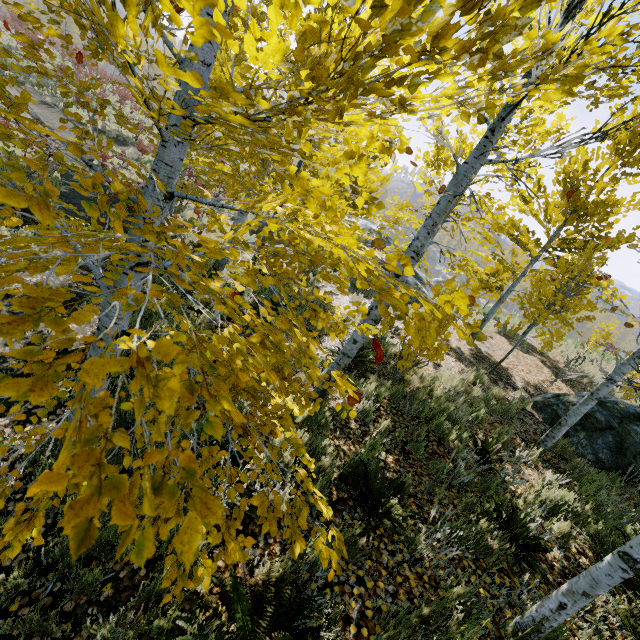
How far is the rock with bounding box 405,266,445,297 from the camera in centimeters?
1616cm

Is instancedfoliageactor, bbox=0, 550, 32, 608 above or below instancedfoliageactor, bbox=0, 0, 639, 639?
below

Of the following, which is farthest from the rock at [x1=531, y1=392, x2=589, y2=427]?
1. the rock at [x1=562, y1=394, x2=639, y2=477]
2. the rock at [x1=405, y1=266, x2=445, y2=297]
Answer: the rock at [x1=562, y1=394, x2=639, y2=477]

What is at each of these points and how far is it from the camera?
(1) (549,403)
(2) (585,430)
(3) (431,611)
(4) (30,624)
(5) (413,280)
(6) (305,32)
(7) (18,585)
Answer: (1) rock, 8.25m
(2) rock, 7.22m
(3) instancedfoliageactor, 2.48m
(4) instancedfoliageactor, 2.17m
(5) rock, 16.31m
(6) instancedfoliageactor, 0.89m
(7) instancedfoliageactor, 2.35m

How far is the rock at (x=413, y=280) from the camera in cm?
1616

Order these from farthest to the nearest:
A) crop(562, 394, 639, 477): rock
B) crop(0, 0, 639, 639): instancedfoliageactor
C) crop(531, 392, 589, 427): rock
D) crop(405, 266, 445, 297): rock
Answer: crop(405, 266, 445, 297): rock → crop(531, 392, 589, 427): rock → crop(562, 394, 639, 477): rock → crop(0, 0, 639, 639): instancedfoliageactor

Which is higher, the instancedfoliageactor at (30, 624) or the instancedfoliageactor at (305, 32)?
the instancedfoliageactor at (305, 32)

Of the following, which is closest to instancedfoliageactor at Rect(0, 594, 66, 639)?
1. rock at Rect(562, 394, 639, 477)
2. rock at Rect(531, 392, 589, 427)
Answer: rock at Rect(562, 394, 639, 477)
